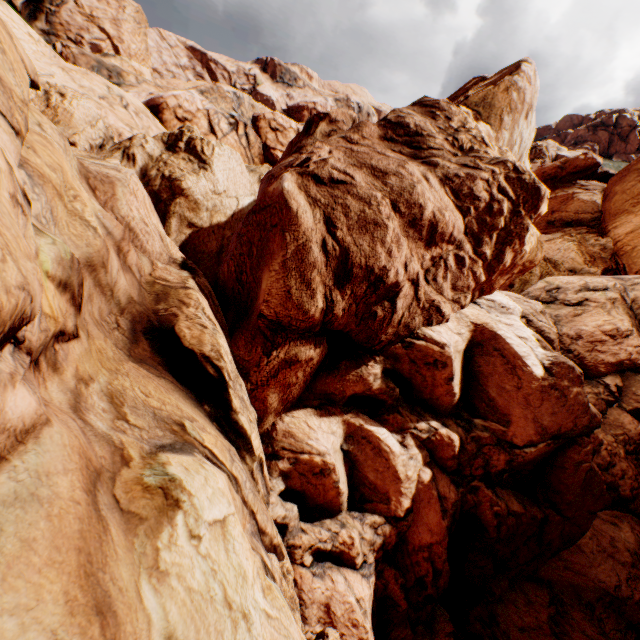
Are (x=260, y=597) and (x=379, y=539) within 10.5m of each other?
yes
